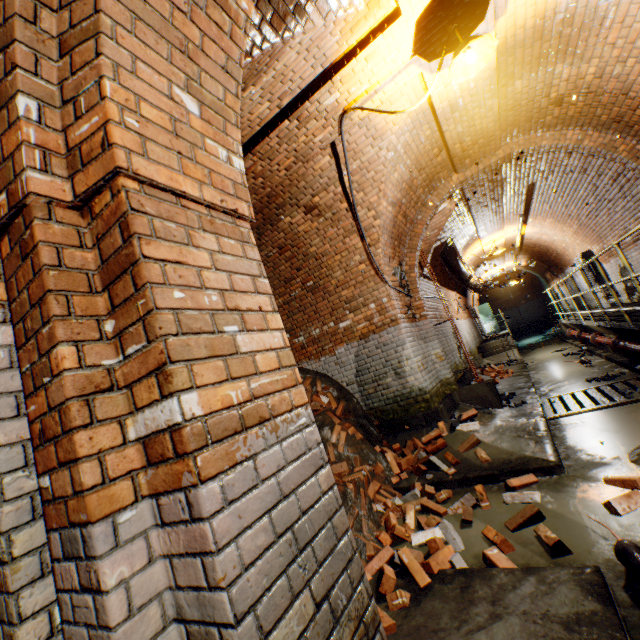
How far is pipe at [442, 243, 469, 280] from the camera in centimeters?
981cm

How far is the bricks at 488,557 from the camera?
2.4m

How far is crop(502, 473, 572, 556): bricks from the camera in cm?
238

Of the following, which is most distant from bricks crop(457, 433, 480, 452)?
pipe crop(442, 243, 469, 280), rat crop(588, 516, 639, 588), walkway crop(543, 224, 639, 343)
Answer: pipe crop(442, 243, 469, 280)

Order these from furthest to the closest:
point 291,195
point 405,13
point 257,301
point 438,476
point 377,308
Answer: point 377,308, point 291,195, point 438,476, point 405,13, point 257,301

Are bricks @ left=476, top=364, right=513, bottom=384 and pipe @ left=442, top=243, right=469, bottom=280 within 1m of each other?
no

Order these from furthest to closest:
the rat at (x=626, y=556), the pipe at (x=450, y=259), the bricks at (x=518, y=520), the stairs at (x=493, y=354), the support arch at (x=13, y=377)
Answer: the stairs at (x=493, y=354) → the pipe at (x=450, y=259) → the bricks at (x=518, y=520) → the rat at (x=626, y=556) → the support arch at (x=13, y=377)

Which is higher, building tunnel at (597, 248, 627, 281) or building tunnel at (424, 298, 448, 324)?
building tunnel at (424, 298, 448, 324)
